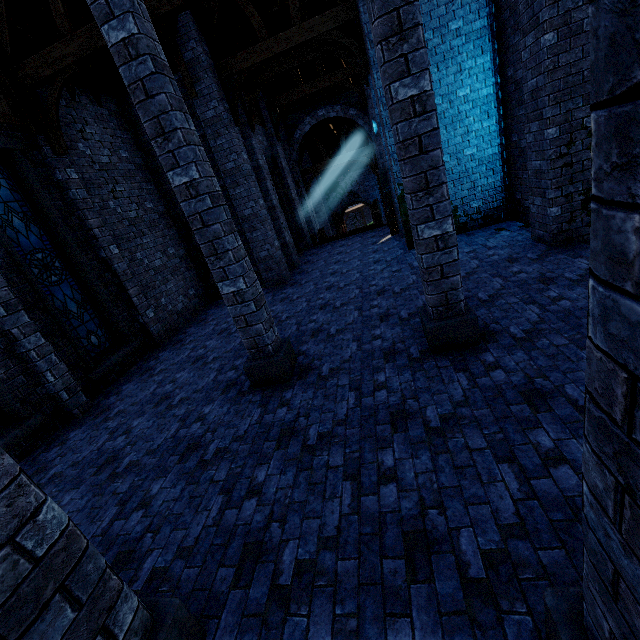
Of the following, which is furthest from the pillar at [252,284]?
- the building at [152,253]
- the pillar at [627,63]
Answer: the pillar at [627,63]

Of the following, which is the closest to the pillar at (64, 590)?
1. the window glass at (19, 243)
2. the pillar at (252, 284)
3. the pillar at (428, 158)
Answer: the pillar at (252, 284)

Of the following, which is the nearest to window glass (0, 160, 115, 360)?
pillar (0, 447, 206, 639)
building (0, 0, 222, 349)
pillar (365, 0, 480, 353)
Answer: building (0, 0, 222, 349)

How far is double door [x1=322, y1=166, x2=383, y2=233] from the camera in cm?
2652

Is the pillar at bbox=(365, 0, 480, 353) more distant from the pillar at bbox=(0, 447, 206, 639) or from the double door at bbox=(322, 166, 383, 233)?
the double door at bbox=(322, 166, 383, 233)

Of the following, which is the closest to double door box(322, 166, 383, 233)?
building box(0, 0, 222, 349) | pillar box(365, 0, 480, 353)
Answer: building box(0, 0, 222, 349)

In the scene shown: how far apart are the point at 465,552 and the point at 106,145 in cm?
1212

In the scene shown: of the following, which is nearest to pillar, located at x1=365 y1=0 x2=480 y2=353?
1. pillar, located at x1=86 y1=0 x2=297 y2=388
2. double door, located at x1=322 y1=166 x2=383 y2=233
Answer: pillar, located at x1=86 y1=0 x2=297 y2=388
